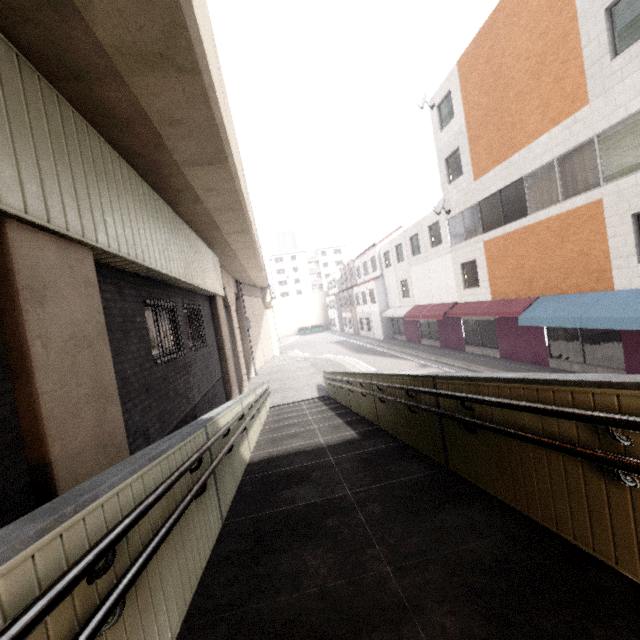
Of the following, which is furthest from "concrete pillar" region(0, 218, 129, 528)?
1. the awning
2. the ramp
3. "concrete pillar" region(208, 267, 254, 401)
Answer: the awning

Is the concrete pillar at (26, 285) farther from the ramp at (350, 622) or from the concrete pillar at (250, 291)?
the concrete pillar at (250, 291)

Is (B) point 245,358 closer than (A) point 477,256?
No

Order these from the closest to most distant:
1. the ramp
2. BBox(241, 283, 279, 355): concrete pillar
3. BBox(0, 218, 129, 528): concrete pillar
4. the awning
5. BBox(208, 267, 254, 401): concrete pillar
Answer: the ramp → BBox(0, 218, 129, 528): concrete pillar → the awning → BBox(208, 267, 254, 401): concrete pillar → BBox(241, 283, 279, 355): concrete pillar

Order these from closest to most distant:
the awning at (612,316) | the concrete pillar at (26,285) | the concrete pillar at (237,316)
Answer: the concrete pillar at (26,285) < the awning at (612,316) < the concrete pillar at (237,316)

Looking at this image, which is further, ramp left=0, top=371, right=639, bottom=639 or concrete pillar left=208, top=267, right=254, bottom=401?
concrete pillar left=208, top=267, right=254, bottom=401

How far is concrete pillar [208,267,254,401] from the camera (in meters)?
12.77
